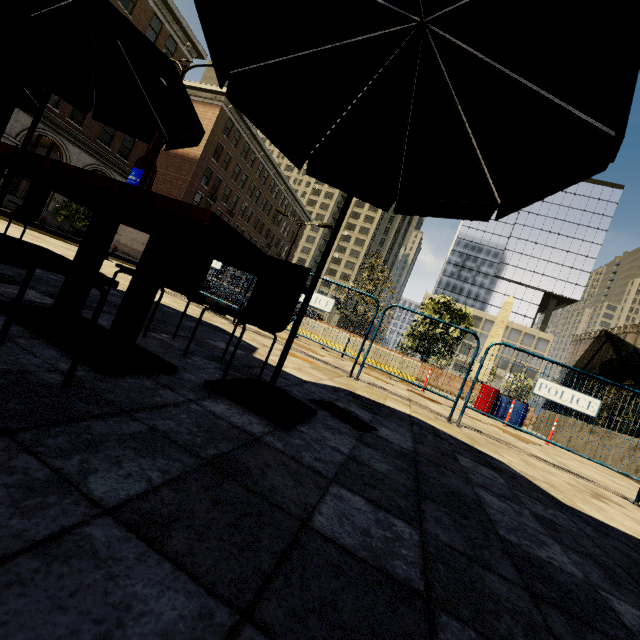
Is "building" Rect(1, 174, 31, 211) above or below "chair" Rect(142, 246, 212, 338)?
above

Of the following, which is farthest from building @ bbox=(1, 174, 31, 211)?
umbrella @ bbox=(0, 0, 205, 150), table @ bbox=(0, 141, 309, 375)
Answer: table @ bbox=(0, 141, 309, 375)

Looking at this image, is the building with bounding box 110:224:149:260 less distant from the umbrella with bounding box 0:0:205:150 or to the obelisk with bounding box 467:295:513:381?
the umbrella with bounding box 0:0:205:150

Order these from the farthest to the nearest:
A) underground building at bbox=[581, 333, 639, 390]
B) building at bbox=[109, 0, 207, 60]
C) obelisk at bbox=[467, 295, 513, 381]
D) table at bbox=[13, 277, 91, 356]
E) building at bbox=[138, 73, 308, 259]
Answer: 1. obelisk at bbox=[467, 295, 513, 381]
2. building at bbox=[138, 73, 308, 259]
3. building at bbox=[109, 0, 207, 60]
4. underground building at bbox=[581, 333, 639, 390]
5. table at bbox=[13, 277, 91, 356]

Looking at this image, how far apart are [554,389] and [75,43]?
8.2 meters

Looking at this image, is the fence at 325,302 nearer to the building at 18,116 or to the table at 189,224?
the table at 189,224

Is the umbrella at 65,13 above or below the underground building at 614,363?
below

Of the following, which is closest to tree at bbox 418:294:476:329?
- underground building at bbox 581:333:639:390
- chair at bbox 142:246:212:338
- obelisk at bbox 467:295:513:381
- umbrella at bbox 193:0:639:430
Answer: underground building at bbox 581:333:639:390
